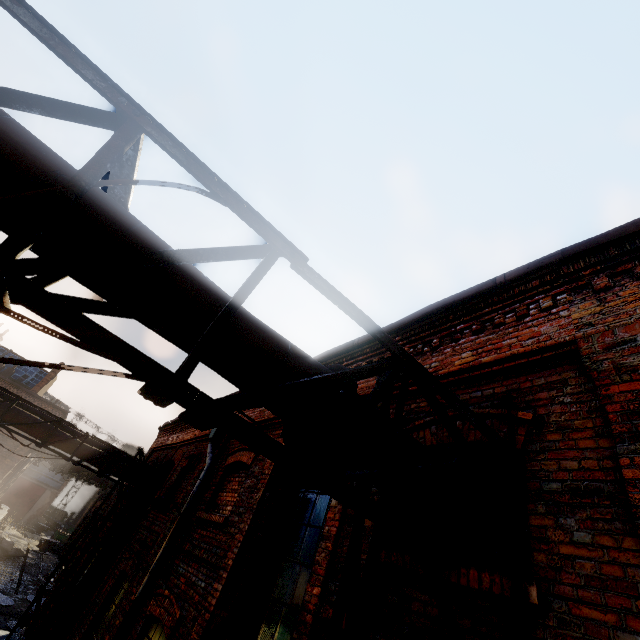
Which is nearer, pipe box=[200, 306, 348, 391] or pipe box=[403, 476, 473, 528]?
pipe box=[200, 306, 348, 391]

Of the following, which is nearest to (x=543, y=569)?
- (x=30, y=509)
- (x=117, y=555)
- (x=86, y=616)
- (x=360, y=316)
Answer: (x=360, y=316)

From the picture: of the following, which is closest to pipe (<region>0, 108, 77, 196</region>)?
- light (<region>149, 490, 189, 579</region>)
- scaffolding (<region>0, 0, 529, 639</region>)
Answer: scaffolding (<region>0, 0, 529, 639</region>)

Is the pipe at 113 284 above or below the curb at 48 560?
above

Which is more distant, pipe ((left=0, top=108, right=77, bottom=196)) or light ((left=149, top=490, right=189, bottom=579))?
light ((left=149, top=490, right=189, bottom=579))

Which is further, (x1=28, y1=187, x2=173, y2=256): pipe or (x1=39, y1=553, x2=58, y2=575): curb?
(x1=39, y1=553, x2=58, y2=575): curb

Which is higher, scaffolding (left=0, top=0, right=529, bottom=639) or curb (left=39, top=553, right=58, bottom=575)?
scaffolding (left=0, top=0, right=529, bottom=639)

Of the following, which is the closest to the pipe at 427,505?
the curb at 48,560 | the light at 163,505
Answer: the light at 163,505
